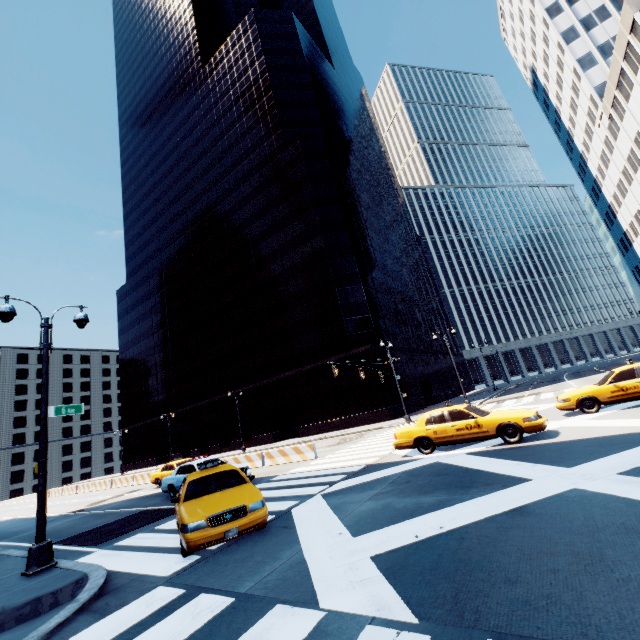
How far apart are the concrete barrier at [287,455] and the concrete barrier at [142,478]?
21.5m

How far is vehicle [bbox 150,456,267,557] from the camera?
6.4 meters

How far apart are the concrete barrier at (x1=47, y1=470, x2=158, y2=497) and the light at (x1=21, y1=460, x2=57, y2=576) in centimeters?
2796cm

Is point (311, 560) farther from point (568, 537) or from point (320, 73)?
point (320, 73)

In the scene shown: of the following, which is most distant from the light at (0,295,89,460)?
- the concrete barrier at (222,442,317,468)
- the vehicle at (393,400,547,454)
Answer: the concrete barrier at (222,442,317,468)

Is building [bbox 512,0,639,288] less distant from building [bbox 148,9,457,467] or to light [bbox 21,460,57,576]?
building [bbox 148,9,457,467]

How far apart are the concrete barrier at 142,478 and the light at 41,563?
28.0m

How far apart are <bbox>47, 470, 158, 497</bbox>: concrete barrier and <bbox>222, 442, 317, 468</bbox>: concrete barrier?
21.5m
